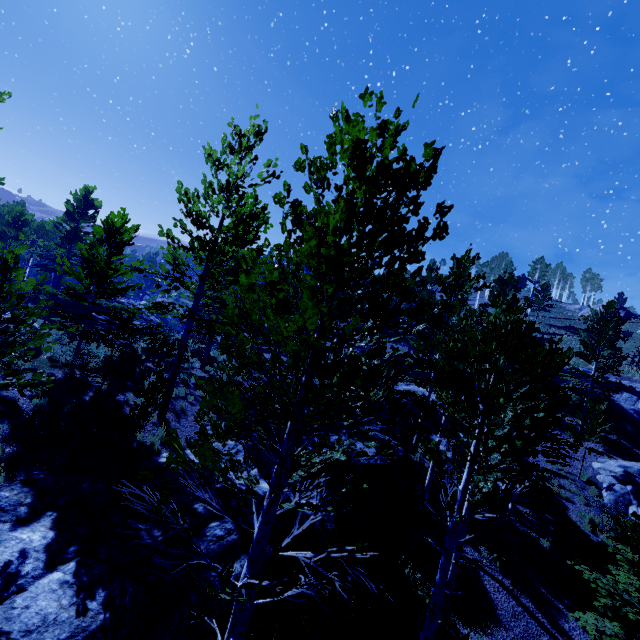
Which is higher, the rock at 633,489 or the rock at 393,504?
the rock at 633,489

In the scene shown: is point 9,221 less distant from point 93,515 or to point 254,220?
point 254,220

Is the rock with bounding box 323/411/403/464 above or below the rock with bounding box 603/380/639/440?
below

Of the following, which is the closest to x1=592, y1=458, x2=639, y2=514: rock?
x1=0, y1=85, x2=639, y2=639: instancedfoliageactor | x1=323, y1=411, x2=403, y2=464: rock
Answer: x1=0, y1=85, x2=639, y2=639: instancedfoliageactor

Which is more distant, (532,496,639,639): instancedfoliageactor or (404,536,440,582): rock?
(404,536,440,582): rock

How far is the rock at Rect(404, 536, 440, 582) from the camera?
11.0 meters

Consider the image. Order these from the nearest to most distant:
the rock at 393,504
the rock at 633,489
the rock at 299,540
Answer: the rock at 299,540 → the rock at 393,504 → the rock at 633,489
